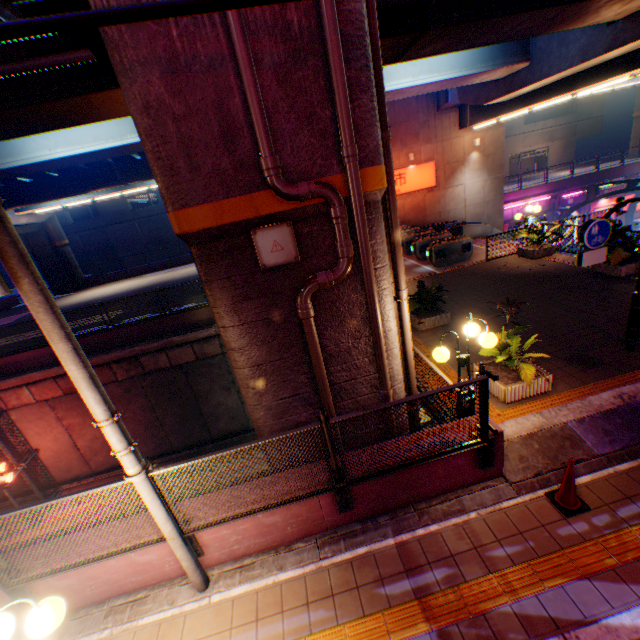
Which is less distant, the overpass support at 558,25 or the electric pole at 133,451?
the electric pole at 133,451

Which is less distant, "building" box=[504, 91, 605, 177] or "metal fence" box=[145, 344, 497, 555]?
"metal fence" box=[145, 344, 497, 555]

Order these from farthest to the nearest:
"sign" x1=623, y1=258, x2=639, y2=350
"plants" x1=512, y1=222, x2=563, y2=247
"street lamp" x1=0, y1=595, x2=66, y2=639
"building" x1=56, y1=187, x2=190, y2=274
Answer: "building" x1=56, y1=187, x2=190, y2=274 < "plants" x1=512, y1=222, x2=563, y2=247 < "sign" x1=623, y1=258, x2=639, y2=350 < "street lamp" x1=0, y1=595, x2=66, y2=639

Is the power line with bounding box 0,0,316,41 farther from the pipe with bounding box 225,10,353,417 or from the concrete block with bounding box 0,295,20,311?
the concrete block with bounding box 0,295,20,311

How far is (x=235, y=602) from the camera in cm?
446

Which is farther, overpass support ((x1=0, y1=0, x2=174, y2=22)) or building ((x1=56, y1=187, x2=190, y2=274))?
building ((x1=56, y1=187, x2=190, y2=274))

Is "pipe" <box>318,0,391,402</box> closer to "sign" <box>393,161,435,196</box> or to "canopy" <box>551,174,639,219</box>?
"sign" <box>393,161,435,196</box>

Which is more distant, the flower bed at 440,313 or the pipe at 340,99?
the flower bed at 440,313
